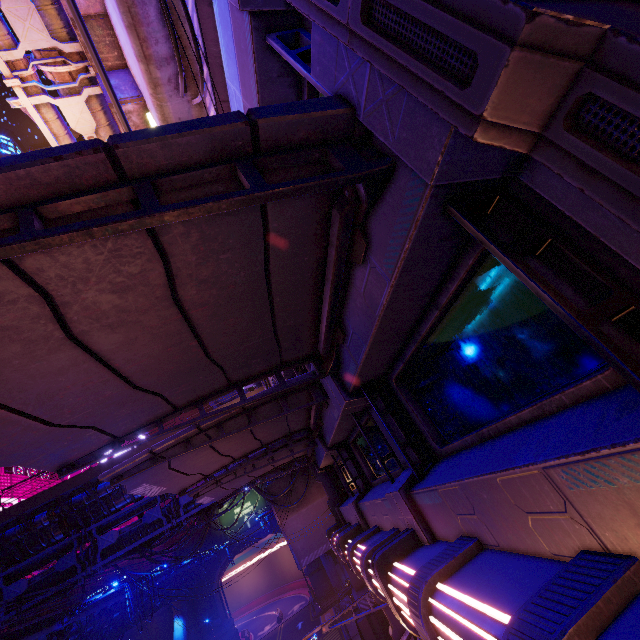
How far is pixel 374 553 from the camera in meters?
4.8

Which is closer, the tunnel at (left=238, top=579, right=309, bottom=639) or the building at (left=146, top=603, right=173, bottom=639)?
the building at (left=146, top=603, right=173, bottom=639)

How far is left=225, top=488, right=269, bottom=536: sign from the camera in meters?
49.3

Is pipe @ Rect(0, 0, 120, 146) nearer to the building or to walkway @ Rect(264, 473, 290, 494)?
the building

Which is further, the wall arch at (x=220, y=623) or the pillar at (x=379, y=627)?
the wall arch at (x=220, y=623)

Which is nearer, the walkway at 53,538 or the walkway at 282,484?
the walkway at 53,538

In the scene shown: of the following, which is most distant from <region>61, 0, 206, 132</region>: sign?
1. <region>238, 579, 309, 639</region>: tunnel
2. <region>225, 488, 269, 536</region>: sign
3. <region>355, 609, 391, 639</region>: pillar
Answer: <region>238, 579, 309, 639</region>: tunnel

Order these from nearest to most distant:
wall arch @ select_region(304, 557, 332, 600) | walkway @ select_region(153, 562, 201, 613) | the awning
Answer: the awning → walkway @ select_region(153, 562, 201, 613) → wall arch @ select_region(304, 557, 332, 600)
